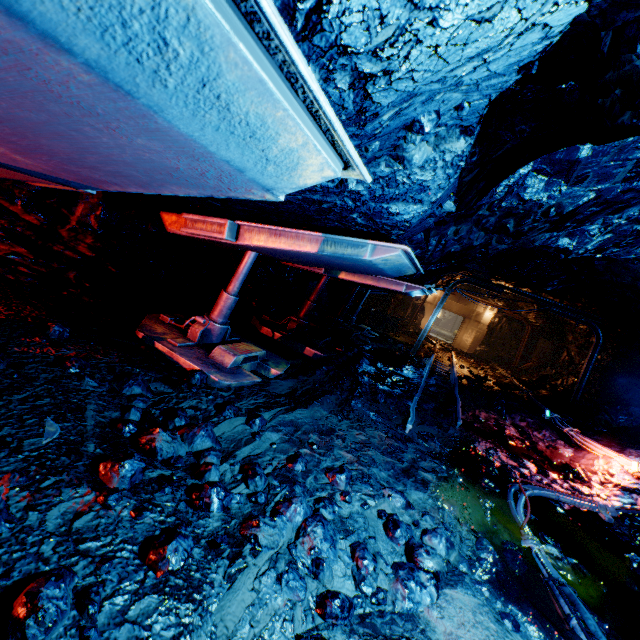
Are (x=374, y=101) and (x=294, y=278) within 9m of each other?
no

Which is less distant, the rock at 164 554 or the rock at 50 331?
the rock at 164 554

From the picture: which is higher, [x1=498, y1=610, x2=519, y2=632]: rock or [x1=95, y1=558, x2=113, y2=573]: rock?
[x1=95, y1=558, x2=113, y2=573]: rock

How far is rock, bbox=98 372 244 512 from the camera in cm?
198

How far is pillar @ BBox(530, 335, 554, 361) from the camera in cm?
1941

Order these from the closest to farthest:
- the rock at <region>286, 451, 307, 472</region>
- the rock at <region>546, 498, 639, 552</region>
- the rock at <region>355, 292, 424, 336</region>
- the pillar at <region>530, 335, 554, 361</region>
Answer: the rock at <region>286, 451, 307, 472</region> < the rock at <region>546, 498, 639, 552</region> < the rock at <region>355, 292, 424, 336</region> < the pillar at <region>530, 335, 554, 361</region>

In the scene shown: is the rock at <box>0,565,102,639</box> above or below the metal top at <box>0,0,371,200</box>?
below

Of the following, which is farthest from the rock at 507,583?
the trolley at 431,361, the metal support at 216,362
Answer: the metal support at 216,362
